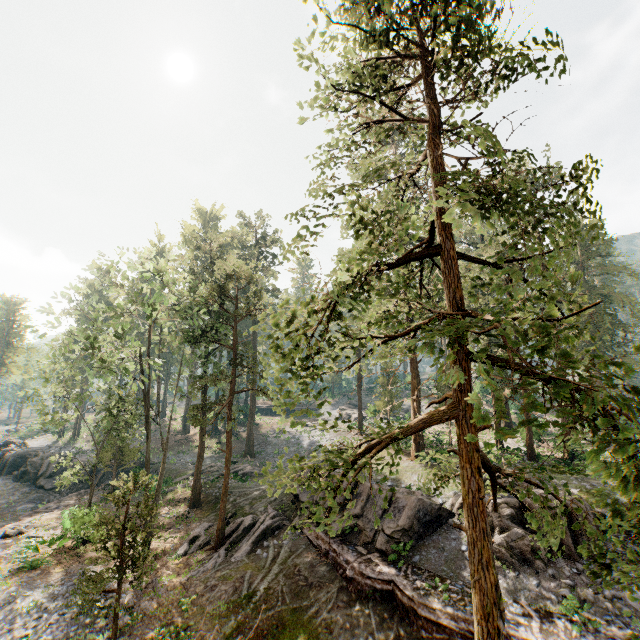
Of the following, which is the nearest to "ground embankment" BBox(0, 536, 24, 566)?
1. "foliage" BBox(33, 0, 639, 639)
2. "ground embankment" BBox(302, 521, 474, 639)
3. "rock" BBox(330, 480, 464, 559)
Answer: "foliage" BBox(33, 0, 639, 639)

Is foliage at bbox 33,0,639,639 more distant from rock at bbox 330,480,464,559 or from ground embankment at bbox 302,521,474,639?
ground embankment at bbox 302,521,474,639

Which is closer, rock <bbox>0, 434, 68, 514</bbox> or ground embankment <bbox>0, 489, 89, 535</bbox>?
ground embankment <bbox>0, 489, 89, 535</bbox>

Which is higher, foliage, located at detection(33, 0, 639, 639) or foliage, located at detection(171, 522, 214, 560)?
foliage, located at detection(33, 0, 639, 639)

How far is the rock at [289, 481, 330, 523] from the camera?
20.3 meters

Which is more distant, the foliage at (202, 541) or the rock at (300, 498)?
the rock at (300, 498)

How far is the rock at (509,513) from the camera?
14.4 meters

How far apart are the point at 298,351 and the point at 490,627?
6.3m
